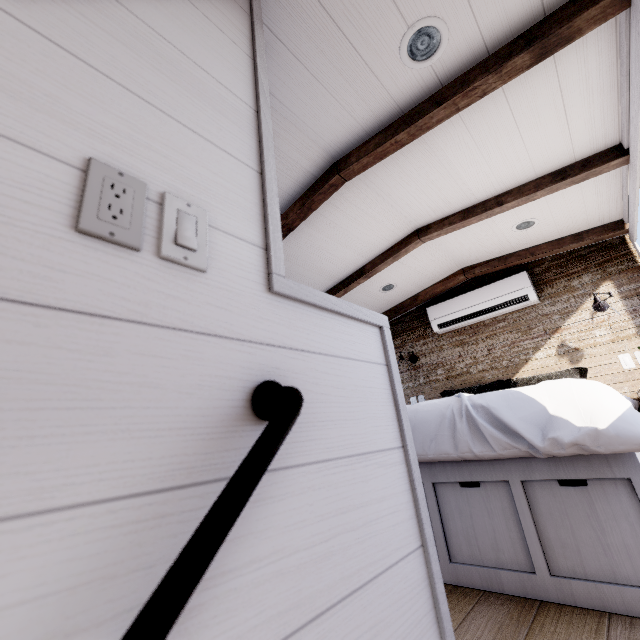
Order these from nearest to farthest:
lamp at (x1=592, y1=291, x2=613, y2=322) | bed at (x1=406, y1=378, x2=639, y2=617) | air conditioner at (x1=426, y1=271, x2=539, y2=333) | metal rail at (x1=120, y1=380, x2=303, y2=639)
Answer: metal rail at (x1=120, y1=380, x2=303, y2=639) < bed at (x1=406, y1=378, x2=639, y2=617) < lamp at (x1=592, y1=291, x2=613, y2=322) < air conditioner at (x1=426, y1=271, x2=539, y2=333)

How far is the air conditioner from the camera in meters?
3.3 m

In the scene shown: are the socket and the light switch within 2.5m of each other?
yes

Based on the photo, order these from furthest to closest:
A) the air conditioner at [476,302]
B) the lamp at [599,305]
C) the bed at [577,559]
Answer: the air conditioner at [476,302]
the lamp at [599,305]
the bed at [577,559]

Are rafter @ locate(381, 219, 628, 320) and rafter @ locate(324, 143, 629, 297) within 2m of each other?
yes

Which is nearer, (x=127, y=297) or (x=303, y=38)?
(x=127, y=297)

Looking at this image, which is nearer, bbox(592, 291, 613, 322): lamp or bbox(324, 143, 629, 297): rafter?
bbox(324, 143, 629, 297): rafter

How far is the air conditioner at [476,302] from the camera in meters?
3.3
